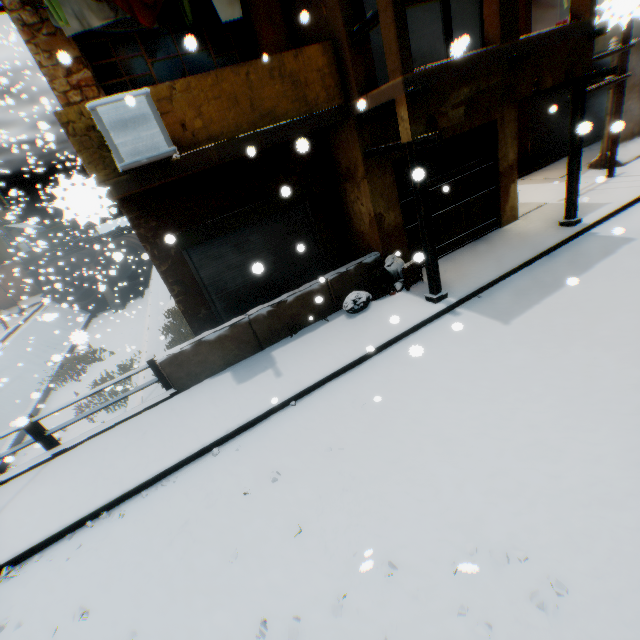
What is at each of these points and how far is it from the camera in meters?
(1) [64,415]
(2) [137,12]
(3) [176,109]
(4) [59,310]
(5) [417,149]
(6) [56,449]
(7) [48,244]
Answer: (1) concrete channel, 14.0 m
(2) dryer, 5.2 m
(3) building, 5.2 m
(4) concrete channel, 24.7 m
(5) wooden beam, 5.5 m
(6) bridge, 6.3 m
(7) building, 39.0 m

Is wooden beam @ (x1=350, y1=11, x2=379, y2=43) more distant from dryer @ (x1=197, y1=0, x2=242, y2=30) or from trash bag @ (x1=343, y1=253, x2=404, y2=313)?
trash bag @ (x1=343, y1=253, x2=404, y2=313)

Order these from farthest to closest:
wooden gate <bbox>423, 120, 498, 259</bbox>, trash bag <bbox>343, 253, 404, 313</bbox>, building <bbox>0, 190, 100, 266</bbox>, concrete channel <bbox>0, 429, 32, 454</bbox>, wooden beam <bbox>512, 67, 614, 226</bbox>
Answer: concrete channel <bbox>0, 429, 32, 454</bbox>, building <bbox>0, 190, 100, 266</bbox>, wooden gate <bbox>423, 120, 498, 259</bbox>, trash bag <bbox>343, 253, 404, 313</bbox>, wooden beam <bbox>512, 67, 614, 226</bbox>

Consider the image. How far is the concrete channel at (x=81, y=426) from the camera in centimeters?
855cm

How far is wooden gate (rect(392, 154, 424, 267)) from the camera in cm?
734

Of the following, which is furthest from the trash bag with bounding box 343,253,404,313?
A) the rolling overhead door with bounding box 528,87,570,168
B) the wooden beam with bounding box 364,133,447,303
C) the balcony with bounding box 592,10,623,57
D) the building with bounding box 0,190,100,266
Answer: the building with bounding box 0,190,100,266

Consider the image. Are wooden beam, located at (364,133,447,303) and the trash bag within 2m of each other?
yes

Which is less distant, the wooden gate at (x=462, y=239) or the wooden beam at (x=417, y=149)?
the wooden beam at (x=417, y=149)
